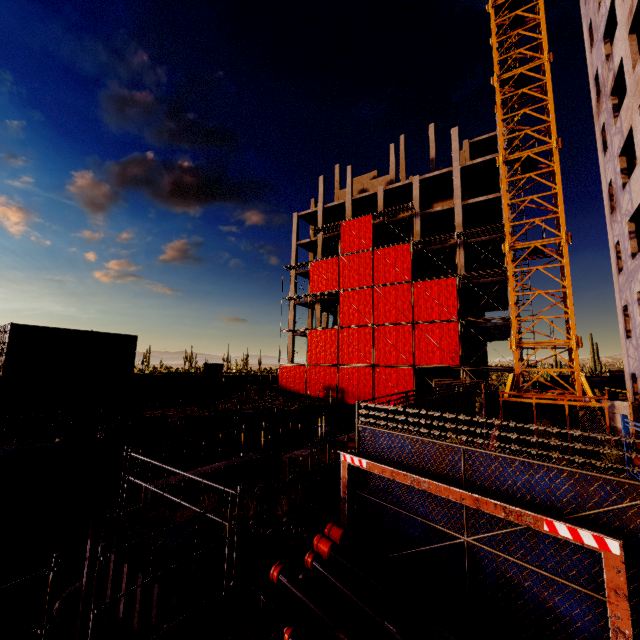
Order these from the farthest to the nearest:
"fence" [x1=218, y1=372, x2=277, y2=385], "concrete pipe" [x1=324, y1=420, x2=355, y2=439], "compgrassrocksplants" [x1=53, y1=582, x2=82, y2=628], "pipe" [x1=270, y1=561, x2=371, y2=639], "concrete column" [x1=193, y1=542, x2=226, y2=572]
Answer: "fence" [x1=218, y1=372, x2=277, y2=385]
"concrete pipe" [x1=324, y1=420, x2=355, y2=439]
"compgrassrocksplants" [x1=53, y1=582, x2=82, y2=628]
"concrete column" [x1=193, y1=542, x2=226, y2=572]
"pipe" [x1=270, y1=561, x2=371, y2=639]

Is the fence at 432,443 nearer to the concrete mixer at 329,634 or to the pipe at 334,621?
the pipe at 334,621

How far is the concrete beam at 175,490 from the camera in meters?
7.3

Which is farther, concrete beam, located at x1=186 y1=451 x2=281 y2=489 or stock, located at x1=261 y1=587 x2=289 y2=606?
concrete beam, located at x1=186 y1=451 x2=281 y2=489

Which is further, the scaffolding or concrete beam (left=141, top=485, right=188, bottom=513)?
the scaffolding

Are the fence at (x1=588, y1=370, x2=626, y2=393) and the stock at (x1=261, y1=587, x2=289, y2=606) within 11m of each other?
no

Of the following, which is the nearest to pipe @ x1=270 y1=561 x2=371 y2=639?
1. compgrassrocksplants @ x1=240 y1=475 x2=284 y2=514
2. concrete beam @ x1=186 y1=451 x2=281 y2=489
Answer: compgrassrocksplants @ x1=240 y1=475 x2=284 y2=514

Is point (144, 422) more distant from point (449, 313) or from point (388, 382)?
point (449, 313)
